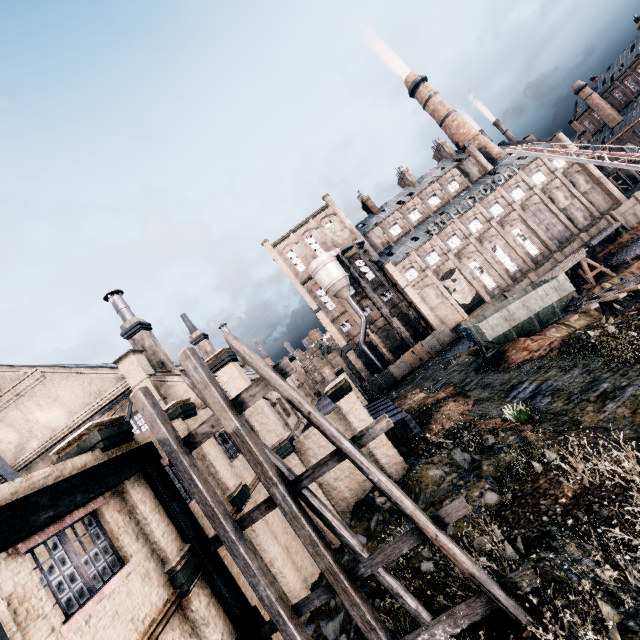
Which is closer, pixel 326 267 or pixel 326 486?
pixel 326 486

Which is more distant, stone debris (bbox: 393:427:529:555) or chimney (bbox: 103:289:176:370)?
chimney (bbox: 103:289:176:370)

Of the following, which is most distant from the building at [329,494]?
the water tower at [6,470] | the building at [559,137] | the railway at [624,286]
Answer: the railway at [624,286]

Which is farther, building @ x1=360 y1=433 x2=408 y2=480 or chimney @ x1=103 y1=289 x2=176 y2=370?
chimney @ x1=103 y1=289 x2=176 y2=370

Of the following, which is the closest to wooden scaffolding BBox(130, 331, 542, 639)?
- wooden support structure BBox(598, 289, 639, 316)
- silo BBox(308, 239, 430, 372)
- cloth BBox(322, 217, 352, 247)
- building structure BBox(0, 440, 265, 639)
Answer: building structure BBox(0, 440, 265, 639)

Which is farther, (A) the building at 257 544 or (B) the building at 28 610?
(A) the building at 257 544

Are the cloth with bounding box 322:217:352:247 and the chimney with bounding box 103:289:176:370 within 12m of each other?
no

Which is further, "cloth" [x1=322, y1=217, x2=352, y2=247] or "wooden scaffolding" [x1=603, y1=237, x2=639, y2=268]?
"cloth" [x1=322, y1=217, x2=352, y2=247]
